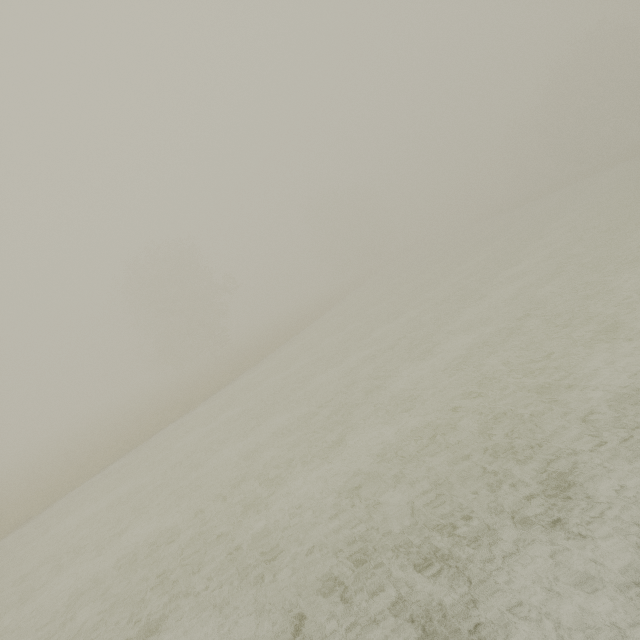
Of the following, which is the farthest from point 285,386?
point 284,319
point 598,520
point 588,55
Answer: point 588,55
